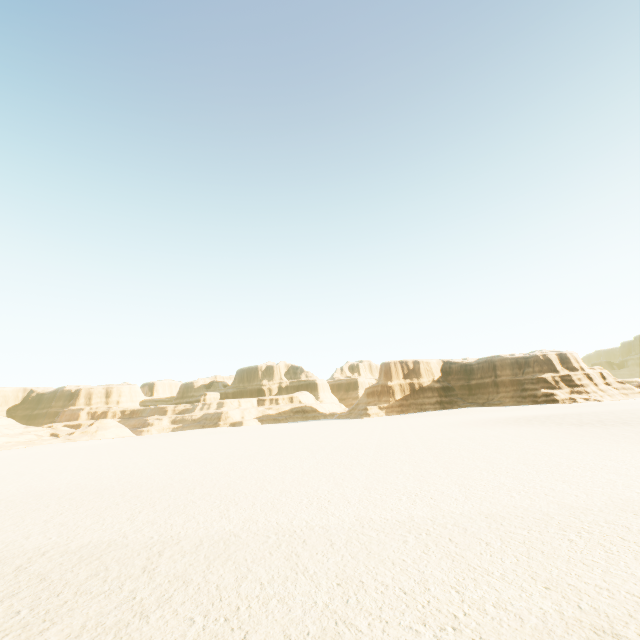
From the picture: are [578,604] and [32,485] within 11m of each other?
no
